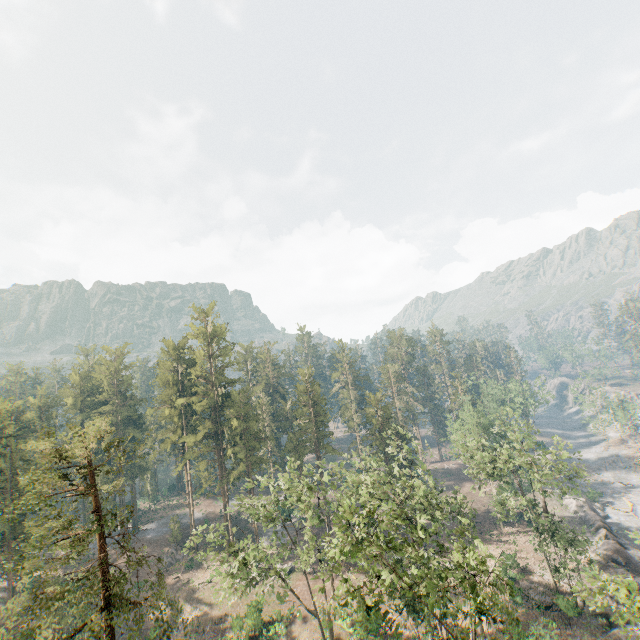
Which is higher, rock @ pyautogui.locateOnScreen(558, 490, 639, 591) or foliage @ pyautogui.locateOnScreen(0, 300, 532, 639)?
foliage @ pyautogui.locateOnScreen(0, 300, 532, 639)

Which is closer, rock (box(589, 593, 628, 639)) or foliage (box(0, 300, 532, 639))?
foliage (box(0, 300, 532, 639))

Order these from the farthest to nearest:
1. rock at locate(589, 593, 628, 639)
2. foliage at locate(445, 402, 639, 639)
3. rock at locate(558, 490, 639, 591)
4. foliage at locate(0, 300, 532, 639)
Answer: rock at locate(558, 490, 639, 591) < rock at locate(589, 593, 628, 639) < foliage at locate(445, 402, 639, 639) < foliage at locate(0, 300, 532, 639)

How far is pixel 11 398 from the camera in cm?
4600

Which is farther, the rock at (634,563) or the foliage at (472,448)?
the rock at (634,563)
